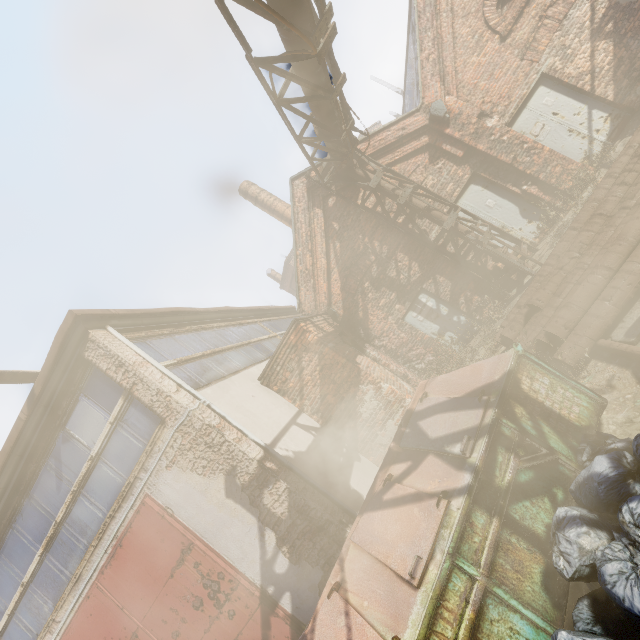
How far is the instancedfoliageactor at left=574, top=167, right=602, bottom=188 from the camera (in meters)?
7.13

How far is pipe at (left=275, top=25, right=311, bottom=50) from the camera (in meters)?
4.45

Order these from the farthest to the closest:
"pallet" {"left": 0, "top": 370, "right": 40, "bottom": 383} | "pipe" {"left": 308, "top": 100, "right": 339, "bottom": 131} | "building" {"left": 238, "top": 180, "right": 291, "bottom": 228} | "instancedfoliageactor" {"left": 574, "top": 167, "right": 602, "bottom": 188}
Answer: "building" {"left": 238, "top": 180, "right": 291, "bottom": 228}, "instancedfoliageactor" {"left": 574, "top": 167, "right": 602, "bottom": 188}, "pipe" {"left": 308, "top": 100, "right": 339, "bottom": 131}, "pallet" {"left": 0, "top": 370, "right": 40, "bottom": 383}

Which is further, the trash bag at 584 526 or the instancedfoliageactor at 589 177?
the instancedfoliageactor at 589 177

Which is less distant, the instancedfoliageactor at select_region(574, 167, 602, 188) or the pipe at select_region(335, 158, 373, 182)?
the instancedfoliageactor at select_region(574, 167, 602, 188)

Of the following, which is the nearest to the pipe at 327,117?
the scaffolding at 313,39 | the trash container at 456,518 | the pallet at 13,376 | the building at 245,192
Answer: the scaffolding at 313,39

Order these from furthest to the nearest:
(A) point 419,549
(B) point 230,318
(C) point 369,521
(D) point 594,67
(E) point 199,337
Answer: (B) point 230,318 < (D) point 594,67 < (E) point 199,337 < (C) point 369,521 < (A) point 419,549

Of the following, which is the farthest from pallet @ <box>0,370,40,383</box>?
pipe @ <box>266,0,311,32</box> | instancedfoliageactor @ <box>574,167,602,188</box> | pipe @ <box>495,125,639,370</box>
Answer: instancedfoliageactor @ <box>574,167,602,188</box>
